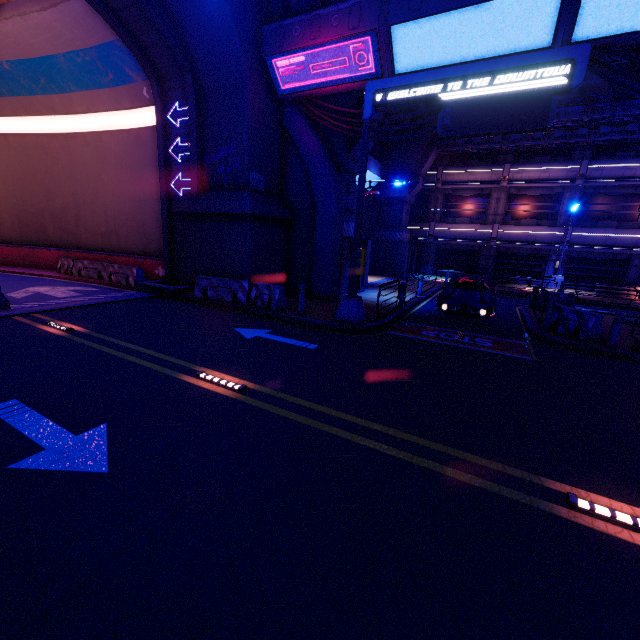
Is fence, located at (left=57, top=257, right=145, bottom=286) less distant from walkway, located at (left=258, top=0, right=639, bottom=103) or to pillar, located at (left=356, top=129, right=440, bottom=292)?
walkway, located at (left=258, top=0, right=639, bottom=103)

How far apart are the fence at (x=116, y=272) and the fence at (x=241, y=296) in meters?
6.6 m

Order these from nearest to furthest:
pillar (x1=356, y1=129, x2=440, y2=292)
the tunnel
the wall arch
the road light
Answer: the road light < the wall arch < the tunnel < pillar (x1=356, y1=129, x2=440, y2=292)

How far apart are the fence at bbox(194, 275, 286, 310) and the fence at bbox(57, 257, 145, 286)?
6.59m

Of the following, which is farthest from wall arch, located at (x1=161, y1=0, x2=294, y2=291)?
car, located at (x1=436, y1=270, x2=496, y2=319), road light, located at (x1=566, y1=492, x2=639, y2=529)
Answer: road light, located at (x1=566, y1=492, x2=639, y2=529)

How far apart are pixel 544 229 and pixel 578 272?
4.5m

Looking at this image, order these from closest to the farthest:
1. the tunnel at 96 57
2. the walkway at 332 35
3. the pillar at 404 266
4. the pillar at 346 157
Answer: the walkway at 332 35 → the tunnel at 96 57 → the pillar at 346 157 → the pillar at 404 266

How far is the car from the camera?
11.8 meters
